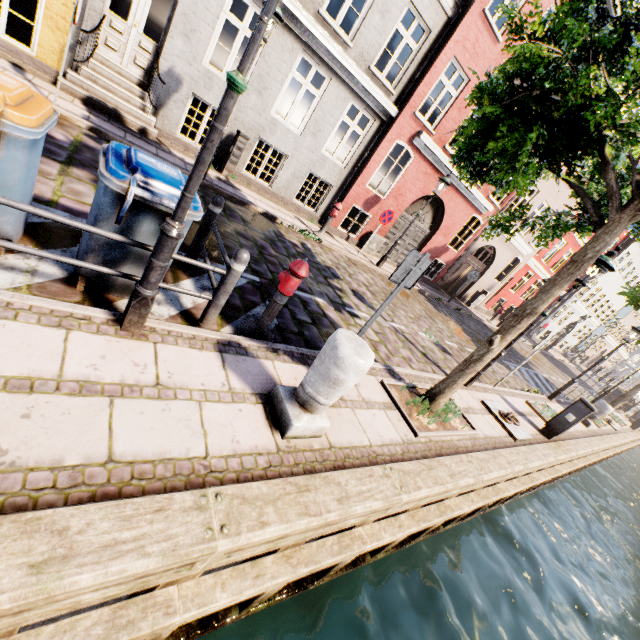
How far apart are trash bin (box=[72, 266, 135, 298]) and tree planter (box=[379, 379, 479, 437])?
3.4 meters

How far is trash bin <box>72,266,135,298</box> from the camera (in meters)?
3.07

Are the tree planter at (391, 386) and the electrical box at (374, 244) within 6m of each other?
no

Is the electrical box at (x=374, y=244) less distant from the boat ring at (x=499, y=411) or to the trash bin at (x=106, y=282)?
the boat ring at (x=499, y=411)

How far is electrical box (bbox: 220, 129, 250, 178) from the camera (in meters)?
8.93

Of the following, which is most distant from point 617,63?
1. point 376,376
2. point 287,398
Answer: point 287,398

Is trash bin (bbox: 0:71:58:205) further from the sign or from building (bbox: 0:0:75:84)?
building (bbox: 0:0:75:84)

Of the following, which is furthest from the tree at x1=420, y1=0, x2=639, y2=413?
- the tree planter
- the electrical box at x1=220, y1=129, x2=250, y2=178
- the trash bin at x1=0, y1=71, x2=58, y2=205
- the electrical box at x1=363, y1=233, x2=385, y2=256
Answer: the electrical box at x1=363, y1=233, x2=385, y2=256
